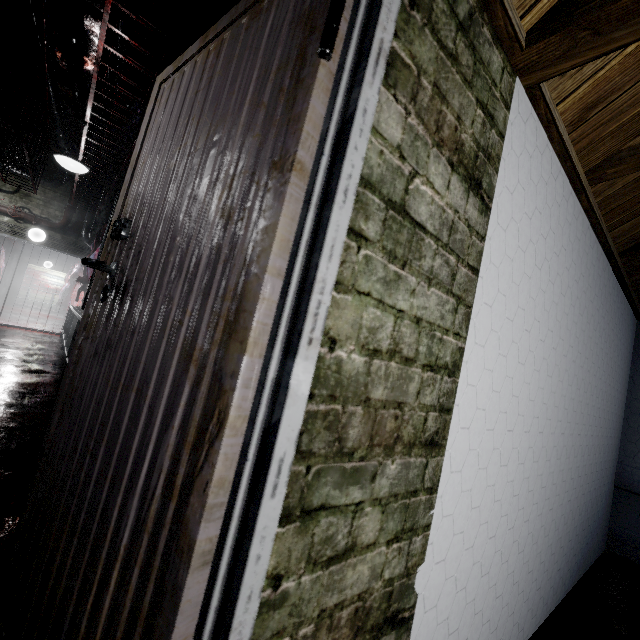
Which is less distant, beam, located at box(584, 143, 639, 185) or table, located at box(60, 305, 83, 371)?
beam, located at box(584, 143, 639, 185)

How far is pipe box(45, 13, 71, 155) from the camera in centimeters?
433cm

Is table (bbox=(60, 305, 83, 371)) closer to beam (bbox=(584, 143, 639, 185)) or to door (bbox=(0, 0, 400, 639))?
door (bbox=(0, 0, 400, 639))

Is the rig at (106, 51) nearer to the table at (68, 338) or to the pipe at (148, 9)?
the pipe at (148, 9)

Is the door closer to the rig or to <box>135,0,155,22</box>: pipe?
<box>135,0,155,22</box>: pipe

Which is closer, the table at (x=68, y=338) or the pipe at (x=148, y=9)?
the pipe at (x=148, y=9)

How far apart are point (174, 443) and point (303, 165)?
0.6 meters

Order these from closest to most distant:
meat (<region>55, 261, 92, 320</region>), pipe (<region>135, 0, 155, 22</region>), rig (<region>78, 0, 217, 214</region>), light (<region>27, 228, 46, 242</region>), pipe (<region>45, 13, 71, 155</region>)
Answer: rig (<region>78, 0, 217, 214</region>) < pipe (<region>135, 0, 155, 22</region>) < pipe (<region>45, 13, 71, 155</region>) < meat (<region>55, 261, 92, 320</region>) < light (<region>27, 228, 46, 242</region>)
